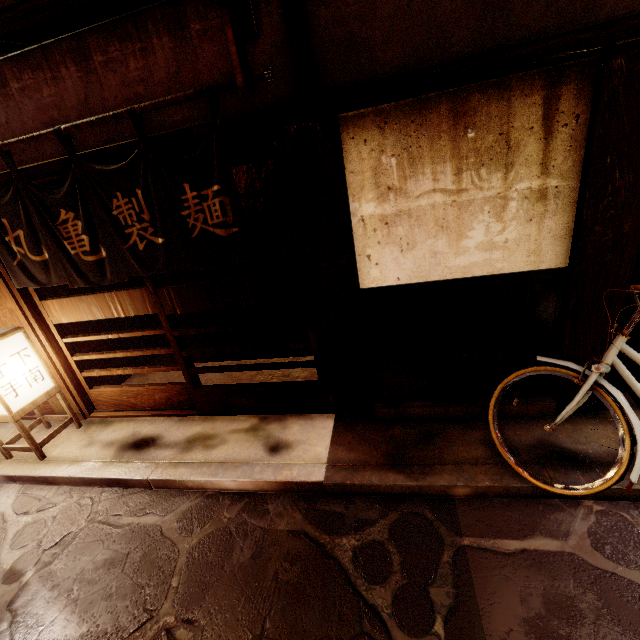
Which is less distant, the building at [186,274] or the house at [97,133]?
the house at [97,133]

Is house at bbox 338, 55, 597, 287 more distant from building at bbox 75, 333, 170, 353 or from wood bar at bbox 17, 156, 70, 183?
building at bbox 75, 333, 170, 353

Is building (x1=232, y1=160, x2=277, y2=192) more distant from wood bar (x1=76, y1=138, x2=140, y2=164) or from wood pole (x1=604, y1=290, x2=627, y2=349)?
wood pole (x1=604, y1=290, x2=627, y2=349)

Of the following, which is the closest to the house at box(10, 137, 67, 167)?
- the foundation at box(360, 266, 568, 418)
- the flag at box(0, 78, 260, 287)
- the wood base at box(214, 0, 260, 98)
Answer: the wood base at box(214, 0, 260, 98)

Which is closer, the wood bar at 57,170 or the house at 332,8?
the house at 332,8

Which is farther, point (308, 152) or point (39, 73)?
point (39, 73)

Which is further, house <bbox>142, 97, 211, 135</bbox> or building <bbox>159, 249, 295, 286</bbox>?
building <bbox>159, 249, 295, 286</bbox>

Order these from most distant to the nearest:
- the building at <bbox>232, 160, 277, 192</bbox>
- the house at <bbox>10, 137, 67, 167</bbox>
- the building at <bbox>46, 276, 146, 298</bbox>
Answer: the building at <bbox>232, 160, 277, 192</bbox> < the building at <bbox>46, 276, 146, 298</bbox> < the house at <bbox>10, 137, 67, 167</bbox>
